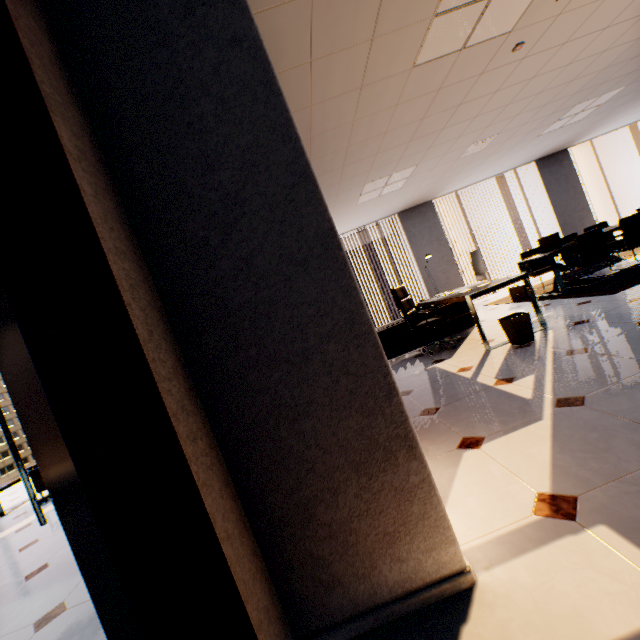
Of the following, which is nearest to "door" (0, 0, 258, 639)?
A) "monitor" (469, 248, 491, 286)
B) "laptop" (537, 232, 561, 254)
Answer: "monitor" (469, 248, 491, 286)

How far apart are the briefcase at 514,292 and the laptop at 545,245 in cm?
63

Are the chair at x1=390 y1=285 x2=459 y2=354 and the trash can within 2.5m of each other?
→ yes

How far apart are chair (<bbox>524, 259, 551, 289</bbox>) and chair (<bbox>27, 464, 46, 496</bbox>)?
9.08m

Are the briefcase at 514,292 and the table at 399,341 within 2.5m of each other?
yes

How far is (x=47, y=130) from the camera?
0.9m

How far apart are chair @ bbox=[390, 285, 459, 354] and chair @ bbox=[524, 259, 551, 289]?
2.9 meters

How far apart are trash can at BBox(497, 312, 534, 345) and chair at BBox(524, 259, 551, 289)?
3.40m
